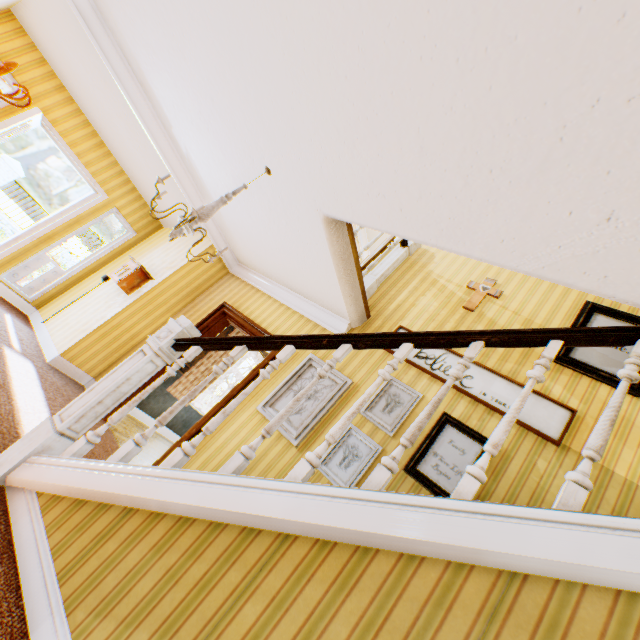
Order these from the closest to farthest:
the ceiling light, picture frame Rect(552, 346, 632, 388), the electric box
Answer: the ceiling light < picture frame Rect(552, 346, 632, 388) < the electric box

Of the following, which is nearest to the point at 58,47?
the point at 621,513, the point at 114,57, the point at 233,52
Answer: the point at 114,57

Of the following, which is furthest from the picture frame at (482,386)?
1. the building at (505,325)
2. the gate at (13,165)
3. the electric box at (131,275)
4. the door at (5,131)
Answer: the gate at (13,165)

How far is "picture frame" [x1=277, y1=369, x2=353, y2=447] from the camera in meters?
3.6

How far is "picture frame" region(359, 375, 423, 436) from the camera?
3.45m

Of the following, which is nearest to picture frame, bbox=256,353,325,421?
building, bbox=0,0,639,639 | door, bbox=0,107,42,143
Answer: building, bbox=0,0,639,639

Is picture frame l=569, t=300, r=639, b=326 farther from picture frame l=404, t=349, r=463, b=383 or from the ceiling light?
the ceiling light

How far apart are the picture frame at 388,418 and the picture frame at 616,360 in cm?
140
